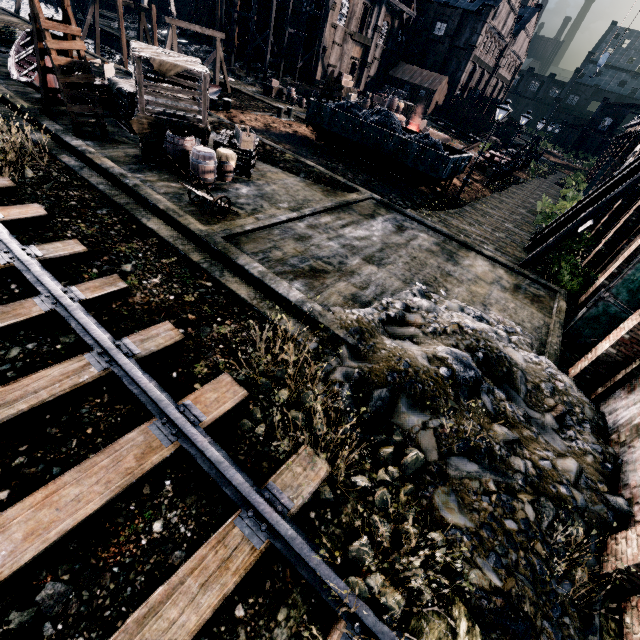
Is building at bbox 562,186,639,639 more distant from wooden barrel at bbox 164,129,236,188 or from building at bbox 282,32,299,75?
building at bbox 282,32,299,75

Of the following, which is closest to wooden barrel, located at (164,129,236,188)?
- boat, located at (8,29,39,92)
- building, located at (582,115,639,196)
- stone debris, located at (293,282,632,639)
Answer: stone debris, located at (293,282,632,639)

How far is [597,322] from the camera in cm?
1044

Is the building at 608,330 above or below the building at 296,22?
below

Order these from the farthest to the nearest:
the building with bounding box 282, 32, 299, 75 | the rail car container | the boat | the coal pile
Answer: the building with bounding box 282, 32, 299, 75, the coal pile, the rail car container, the boat

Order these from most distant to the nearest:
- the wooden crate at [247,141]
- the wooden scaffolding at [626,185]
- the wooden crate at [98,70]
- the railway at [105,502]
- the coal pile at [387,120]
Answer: the coal pile at [387,120] → the wooden crate at [98,70] → the wooden crate at [247,141] → the wooden scaffolding at [626,185] → the railway at [105,502]

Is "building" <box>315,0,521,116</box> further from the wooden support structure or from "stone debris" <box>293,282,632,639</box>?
"stone debris" <box>293,282,632,639</box>

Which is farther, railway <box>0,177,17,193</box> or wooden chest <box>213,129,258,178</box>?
wooden chest <box>213,129,258,178</box>
